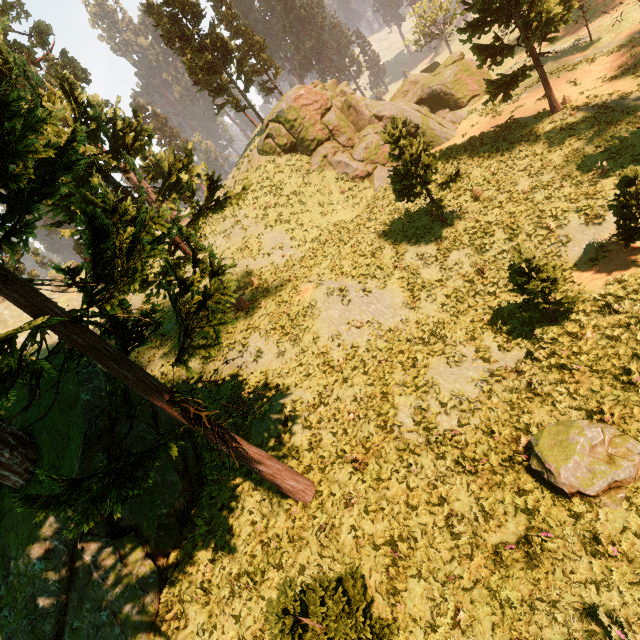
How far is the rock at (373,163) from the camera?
27.8 meters

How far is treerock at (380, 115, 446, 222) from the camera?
15.53m

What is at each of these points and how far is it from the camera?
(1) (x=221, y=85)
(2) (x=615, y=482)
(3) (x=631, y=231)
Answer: (1) treerock, 33.44m
(2) treerock, 6.73m
(3) treerock, 12.13m

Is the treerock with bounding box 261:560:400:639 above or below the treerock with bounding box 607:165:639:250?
above

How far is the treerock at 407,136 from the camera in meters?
15.5

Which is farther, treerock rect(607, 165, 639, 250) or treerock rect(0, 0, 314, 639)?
treerock rect(607, 165, 639, 250)
